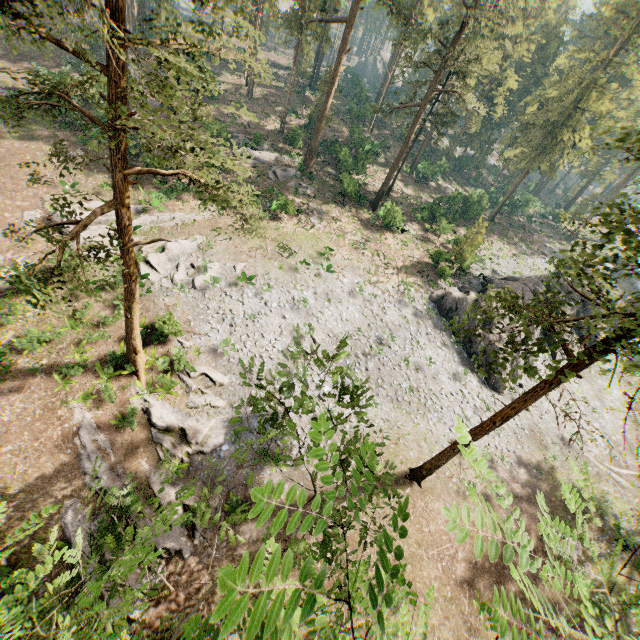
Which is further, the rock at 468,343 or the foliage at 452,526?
the rock at 468,343

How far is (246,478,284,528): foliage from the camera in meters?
1.2

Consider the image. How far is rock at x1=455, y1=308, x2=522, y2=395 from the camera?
28.4 meters

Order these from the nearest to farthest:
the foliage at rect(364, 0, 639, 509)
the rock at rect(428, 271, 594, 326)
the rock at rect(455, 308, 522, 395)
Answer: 1. the foliage at rect(364, 0, 639, 509)
2. the rock at rect(455, 308, 522, 395)
3. the rock at rect(428, 271, 594, 326)

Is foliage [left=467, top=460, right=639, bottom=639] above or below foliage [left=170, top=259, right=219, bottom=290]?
above

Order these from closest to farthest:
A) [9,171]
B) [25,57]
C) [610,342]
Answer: [610,342] → [9,171] → [25,57]
